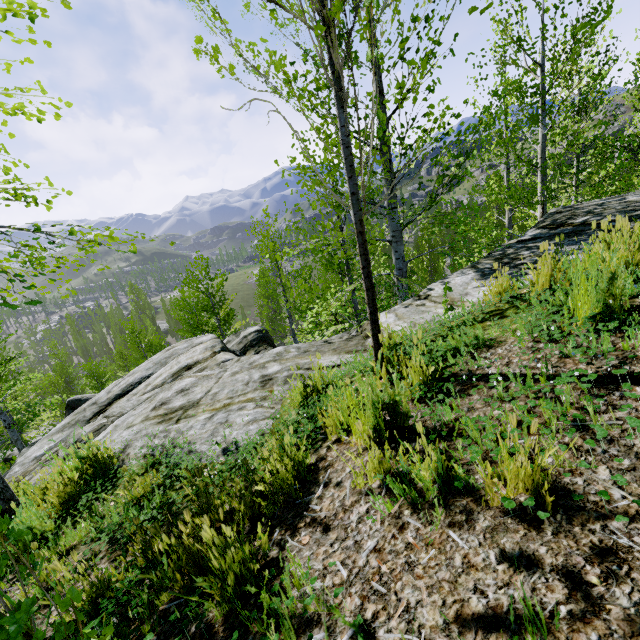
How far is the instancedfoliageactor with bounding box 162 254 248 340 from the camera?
17.66m

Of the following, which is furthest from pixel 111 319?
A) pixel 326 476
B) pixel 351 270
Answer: pixel 326 476

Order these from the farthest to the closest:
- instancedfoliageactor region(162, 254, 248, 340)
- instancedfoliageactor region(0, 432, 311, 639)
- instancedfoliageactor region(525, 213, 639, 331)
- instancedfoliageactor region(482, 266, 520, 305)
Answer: instancedfoliageactor region(162, 254, 248, 340) → instancedfoliageactor region(482, 266, 520, 305) → instancedfoliageactor region(525, 213, 639, 331) → instancedfoliageactor region(0, 432, 311, 639)

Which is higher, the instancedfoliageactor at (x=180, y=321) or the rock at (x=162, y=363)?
the rock at (x=162, y=363)

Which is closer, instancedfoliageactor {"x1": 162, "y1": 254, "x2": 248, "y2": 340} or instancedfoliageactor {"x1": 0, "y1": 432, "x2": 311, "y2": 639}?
instancedfoliageactor {"x1": 0, "y1": 432, "x2": 311, "y2": 639}

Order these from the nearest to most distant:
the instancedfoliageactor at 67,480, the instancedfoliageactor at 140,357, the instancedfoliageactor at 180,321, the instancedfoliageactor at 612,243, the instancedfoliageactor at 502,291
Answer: the instancedfoliageactor at 67,480, the instancedfoliageactor at 612,243, the instancedfoliageactor at 502,291, the instancedfoliageactor at 140,357, the instancedfoliageactor at 180,321

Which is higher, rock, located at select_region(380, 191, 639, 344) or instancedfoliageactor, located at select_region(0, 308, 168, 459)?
rock, located at select_region(380, 191, 639, 344)
